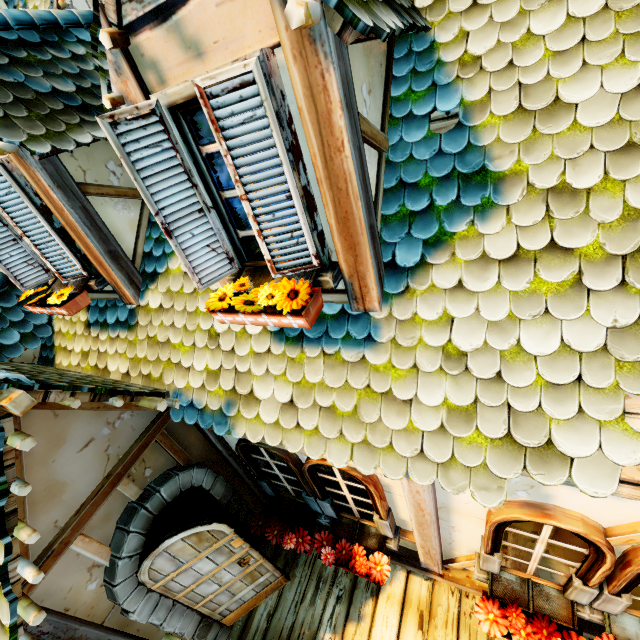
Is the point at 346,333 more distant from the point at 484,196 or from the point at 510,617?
the point at 510,617

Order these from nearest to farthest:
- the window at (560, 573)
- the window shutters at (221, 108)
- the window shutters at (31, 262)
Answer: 1. the window shutters at (221, 108)
2. the window at (560, 573)
3. the window shutters at (31, 262)

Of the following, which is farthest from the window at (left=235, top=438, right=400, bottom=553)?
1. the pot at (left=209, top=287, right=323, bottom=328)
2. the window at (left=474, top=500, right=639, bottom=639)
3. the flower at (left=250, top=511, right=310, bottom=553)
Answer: the pot at (left=209, top=287, right=323, bottom=328)

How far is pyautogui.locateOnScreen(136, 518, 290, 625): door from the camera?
3.01m

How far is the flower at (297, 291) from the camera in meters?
2.0 m

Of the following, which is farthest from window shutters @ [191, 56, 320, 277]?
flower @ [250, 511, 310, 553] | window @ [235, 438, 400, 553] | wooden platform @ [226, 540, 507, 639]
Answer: wooden platform @ [226, 540, 507, 639]

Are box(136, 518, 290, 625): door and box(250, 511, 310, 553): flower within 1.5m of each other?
yes

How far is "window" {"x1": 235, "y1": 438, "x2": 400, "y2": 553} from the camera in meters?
3.2 m
